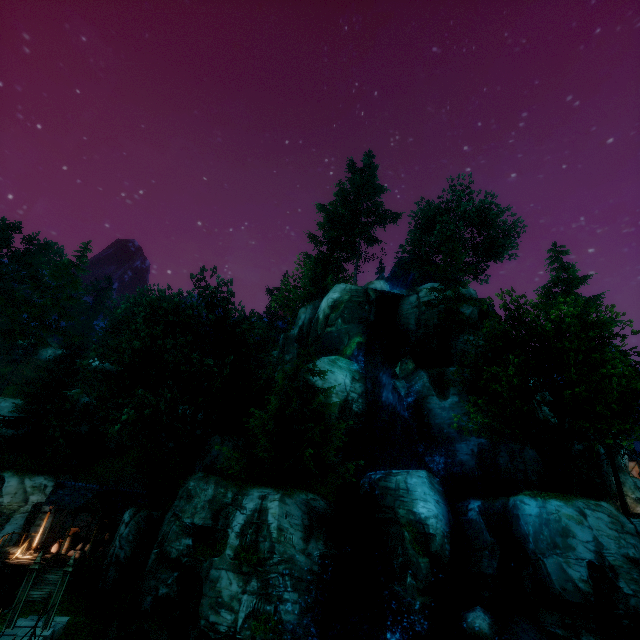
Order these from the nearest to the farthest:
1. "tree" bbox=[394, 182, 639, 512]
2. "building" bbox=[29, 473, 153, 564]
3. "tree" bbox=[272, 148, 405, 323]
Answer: "tree" bbox=[394, 182, 639, 512], "building" bbox=[29, 473, 153, 564], "tree" bbox=[272, 148, 405, 323]

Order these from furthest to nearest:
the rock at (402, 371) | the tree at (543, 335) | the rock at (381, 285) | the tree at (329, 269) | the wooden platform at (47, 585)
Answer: the tree at (329, 269) → the rock at (381, 285) → the rock at (402, 371) → the tree at (543, 335) → the wooden platform at (47, 585)

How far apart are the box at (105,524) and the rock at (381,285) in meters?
31.4 m

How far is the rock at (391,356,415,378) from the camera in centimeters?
2834cm

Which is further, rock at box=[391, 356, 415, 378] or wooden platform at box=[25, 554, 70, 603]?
rock at box=[391, 356, 415, 378]

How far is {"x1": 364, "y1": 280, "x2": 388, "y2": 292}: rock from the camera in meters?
35.2 m

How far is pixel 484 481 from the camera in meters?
23.0

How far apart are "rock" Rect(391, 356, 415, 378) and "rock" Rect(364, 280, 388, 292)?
8.4m
